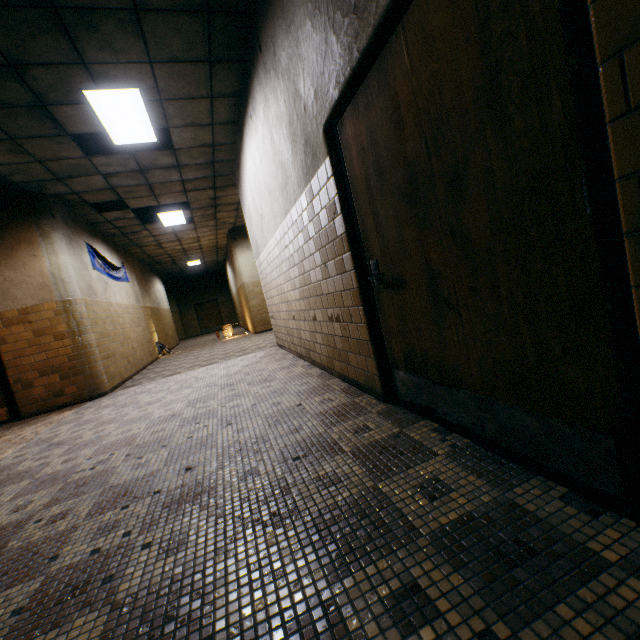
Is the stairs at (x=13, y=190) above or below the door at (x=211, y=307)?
above

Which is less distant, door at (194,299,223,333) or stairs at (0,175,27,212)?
stairs at (0,175,27,212)

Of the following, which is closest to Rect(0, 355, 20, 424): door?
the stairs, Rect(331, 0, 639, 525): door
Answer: the stairs

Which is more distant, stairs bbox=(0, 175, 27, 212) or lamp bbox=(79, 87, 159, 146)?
stairs bbox=(0, 175, 27, 212)

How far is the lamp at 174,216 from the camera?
8.6 meters

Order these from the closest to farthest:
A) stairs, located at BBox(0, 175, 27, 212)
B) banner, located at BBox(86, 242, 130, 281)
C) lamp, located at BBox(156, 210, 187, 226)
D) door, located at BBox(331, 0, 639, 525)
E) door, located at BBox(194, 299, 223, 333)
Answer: door, located at BBox(331, 0, 639, 525) < stairs, located at BBox(0, 175, 27, 212) < banner, located at BBox(86, 242, 130, 281) < lamp, located at BBox(156, 210, 187, 226) < door, located at BBox(194, 299, 223, 333)

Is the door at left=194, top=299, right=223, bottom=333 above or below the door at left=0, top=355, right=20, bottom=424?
above

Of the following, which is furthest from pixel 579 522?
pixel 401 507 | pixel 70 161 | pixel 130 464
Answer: pixel 70 161
